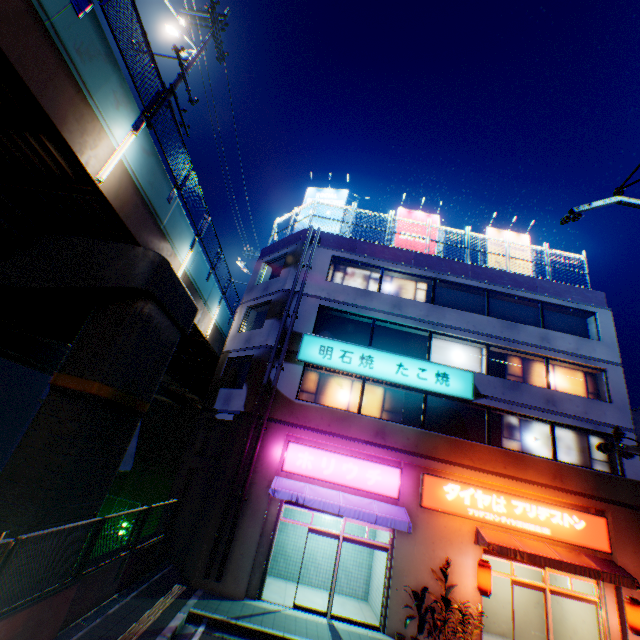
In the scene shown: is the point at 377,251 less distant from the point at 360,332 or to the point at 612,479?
the point at 360,332

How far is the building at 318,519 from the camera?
14.4 meters

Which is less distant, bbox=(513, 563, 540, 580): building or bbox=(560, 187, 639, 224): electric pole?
bbox=(560, 187, 639, 224): electric pole

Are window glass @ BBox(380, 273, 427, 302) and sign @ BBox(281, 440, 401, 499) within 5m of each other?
no

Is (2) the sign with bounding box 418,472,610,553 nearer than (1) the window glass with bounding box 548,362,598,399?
Yes

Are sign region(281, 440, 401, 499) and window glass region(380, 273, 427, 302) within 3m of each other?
no

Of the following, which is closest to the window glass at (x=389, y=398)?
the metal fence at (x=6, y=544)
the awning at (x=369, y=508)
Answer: the awning at (x=369, y=508)

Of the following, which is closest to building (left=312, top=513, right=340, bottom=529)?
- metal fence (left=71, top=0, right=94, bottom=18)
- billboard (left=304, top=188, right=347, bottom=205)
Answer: billboard (left=304, top=188, right=347, bottom=205)
